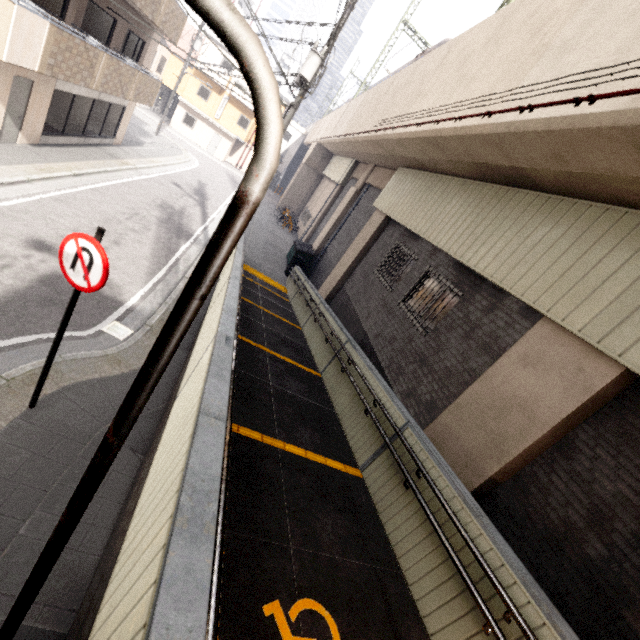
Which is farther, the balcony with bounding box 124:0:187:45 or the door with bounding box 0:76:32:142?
the balcony with bounding box 124:0:187:45

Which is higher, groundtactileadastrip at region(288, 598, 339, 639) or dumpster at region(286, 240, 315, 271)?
groundtactileadastrip at region(288, 598, 339, 639)

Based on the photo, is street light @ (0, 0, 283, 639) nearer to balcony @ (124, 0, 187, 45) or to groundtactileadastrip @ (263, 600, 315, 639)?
groundtactileadastrip @ (263, 600, 315, 639)

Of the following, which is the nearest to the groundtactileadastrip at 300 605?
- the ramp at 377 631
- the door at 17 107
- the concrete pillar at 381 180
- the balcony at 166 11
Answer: the ramp at 377 631

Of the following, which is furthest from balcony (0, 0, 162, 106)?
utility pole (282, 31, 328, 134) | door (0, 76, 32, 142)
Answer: utility pole (282, 31, 328, 134)

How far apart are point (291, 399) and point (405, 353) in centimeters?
338cm

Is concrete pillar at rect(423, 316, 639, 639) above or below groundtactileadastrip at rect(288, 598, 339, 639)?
above

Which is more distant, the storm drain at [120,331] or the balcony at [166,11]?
the balcony at [166,11]
